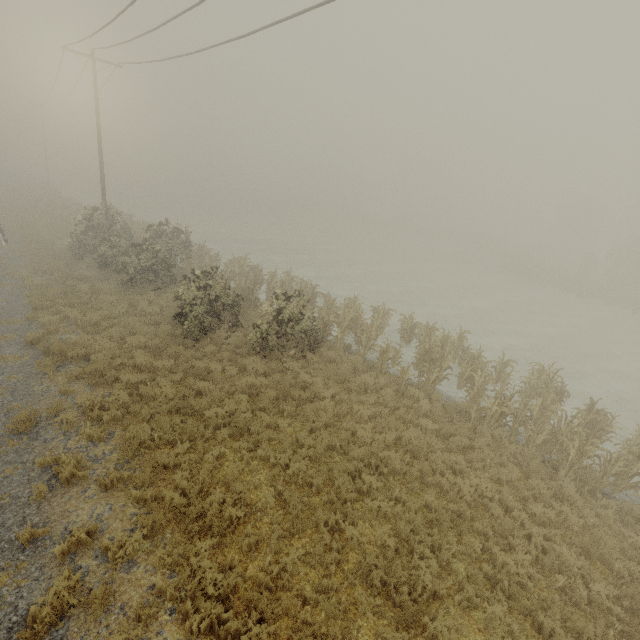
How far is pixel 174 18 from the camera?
10.0m
